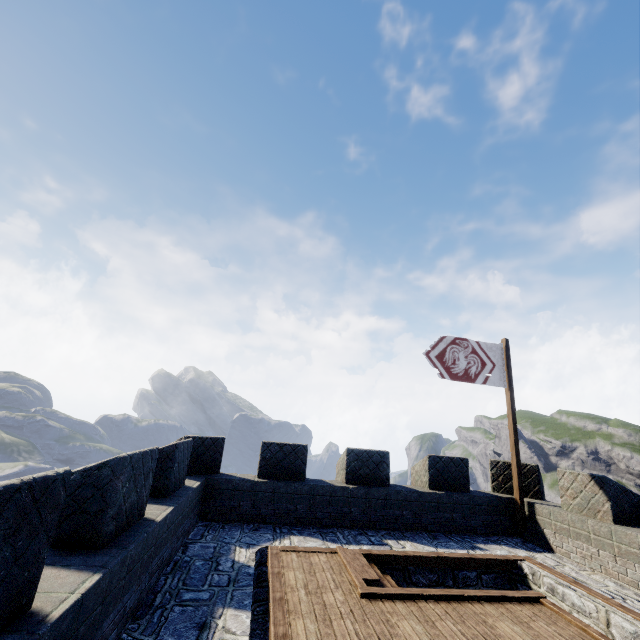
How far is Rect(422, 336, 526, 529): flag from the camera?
9.2 meters

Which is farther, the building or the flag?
the flag

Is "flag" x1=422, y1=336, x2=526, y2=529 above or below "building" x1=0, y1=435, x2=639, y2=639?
above

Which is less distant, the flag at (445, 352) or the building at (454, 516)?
the building at (454, 516)

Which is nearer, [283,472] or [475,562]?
[475,562]

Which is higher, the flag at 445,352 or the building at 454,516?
the flag at 445,352
